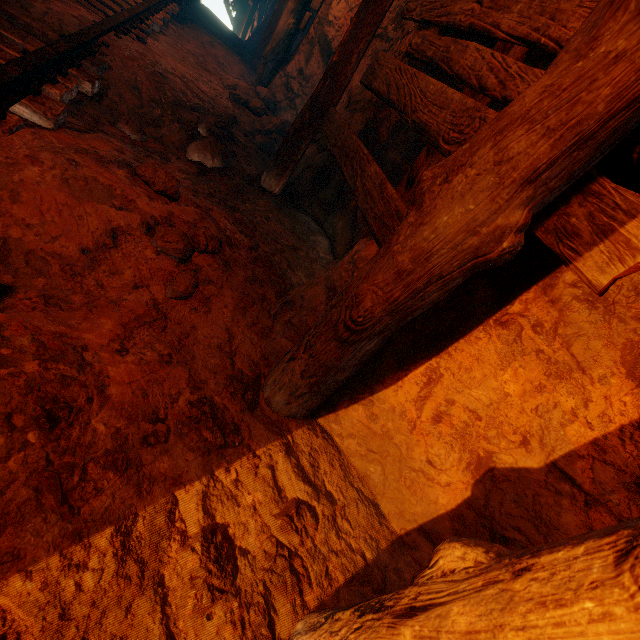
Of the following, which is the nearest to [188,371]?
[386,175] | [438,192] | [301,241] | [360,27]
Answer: [438,192]

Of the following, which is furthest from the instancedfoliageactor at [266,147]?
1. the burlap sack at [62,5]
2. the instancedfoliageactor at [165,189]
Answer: the instancedfoliageactor at [165,189]

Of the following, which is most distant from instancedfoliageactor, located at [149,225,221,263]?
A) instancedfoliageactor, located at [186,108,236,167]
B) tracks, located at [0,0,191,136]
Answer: instancedfoliageactor, located at [186,108,236,167]

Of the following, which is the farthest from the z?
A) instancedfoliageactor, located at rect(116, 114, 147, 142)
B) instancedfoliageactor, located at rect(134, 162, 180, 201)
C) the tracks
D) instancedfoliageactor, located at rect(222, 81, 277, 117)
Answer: instancedfoliageactor, located at rect(134, 162, 180, 201)

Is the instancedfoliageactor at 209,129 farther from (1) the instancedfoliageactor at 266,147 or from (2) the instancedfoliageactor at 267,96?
(2) the instancedfoliageactor at 267,96

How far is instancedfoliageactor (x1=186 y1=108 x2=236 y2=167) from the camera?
3.0m

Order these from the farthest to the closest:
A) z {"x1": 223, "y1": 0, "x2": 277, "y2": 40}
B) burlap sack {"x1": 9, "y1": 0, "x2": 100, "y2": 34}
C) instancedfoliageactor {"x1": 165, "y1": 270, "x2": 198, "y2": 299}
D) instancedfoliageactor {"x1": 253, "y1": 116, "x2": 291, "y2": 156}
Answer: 1. z {"x1": 223, "y1": 0, "x2": 277, "y2": 40}
2. instancedfoliageactor {"x1": 253, "y1": 116, "x2": 291, "y2": 156}
3. burlap sack {"x1": 9, "y1": 0, "x2": 100, "y2": 34}
4. instancedfoliageactor {"x1": 165, "y1": 270, "x2": 198, "y2": 299}

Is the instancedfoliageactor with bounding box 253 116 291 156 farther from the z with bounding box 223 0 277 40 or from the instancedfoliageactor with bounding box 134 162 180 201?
the z with bounding box 223 0 277 40
